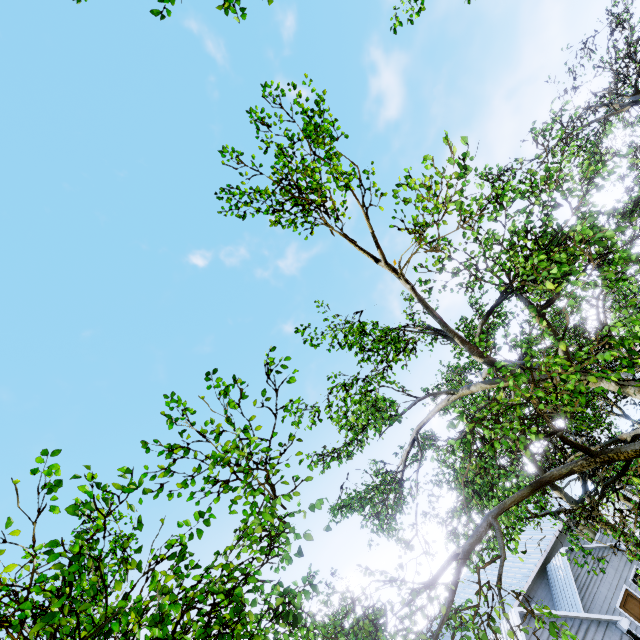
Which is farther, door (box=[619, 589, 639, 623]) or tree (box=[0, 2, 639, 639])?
door (box=[619, 589, 639, 623])

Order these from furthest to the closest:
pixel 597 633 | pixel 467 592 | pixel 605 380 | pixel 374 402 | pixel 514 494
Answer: pixel 467 592
pixel 597 633
pixel 374 402
pixel 514 494
pixel 605 380

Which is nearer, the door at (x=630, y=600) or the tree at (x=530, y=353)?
the tree at (x=530, y=353)

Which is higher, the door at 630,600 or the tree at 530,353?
the tree at 530,353

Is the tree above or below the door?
above
